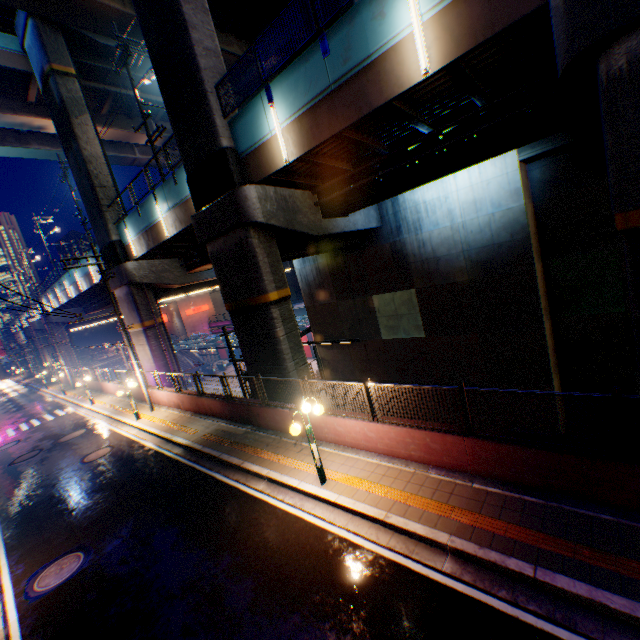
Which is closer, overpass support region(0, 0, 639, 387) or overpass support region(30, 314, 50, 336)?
overpass support region(0, 0, 639, 387)

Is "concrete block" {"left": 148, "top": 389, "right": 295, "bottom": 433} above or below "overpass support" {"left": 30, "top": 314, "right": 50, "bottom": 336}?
below

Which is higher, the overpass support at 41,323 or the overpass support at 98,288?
the overpass support at 98,288

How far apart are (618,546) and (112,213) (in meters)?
27.43

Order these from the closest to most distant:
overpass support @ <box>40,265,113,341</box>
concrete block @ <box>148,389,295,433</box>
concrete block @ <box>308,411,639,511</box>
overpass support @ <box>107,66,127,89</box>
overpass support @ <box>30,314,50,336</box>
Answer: concrete block @ <box>308,411,639,511</box> < concrete block @ <box>148,389,295,433</box> < overpass support @ <box>107,66,127,89</box> < overpass support @ <box>40,265,113,341</box> < overpass support @ <box>30,314,50,336</box>

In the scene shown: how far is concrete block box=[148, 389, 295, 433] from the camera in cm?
1185

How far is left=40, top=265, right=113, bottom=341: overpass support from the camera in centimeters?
2961cm

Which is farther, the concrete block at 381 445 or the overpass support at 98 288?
the overpass support at 98 288
